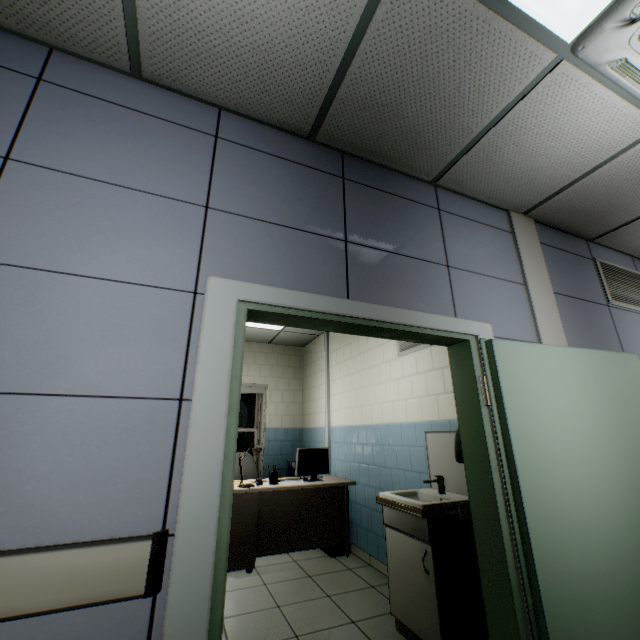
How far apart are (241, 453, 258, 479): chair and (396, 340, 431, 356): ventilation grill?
3.03m

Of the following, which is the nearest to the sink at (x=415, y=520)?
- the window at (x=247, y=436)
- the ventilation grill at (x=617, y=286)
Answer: the ventilation grill at (x=617, y=286)

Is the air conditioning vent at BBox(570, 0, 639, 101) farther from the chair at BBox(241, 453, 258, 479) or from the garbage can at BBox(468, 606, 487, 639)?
the chair at BBox(241, 453, 258, 479)

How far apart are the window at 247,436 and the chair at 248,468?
0.70m

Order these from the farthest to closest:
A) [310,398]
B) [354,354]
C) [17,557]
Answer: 1. [310,398]
2. [354,354]
3. [17,557]

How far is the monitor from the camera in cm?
434

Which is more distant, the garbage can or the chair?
the chair

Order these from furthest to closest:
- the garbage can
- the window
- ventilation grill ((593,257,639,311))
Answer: the window
ventilation grill ((593,257,639,311))
the garbage can
